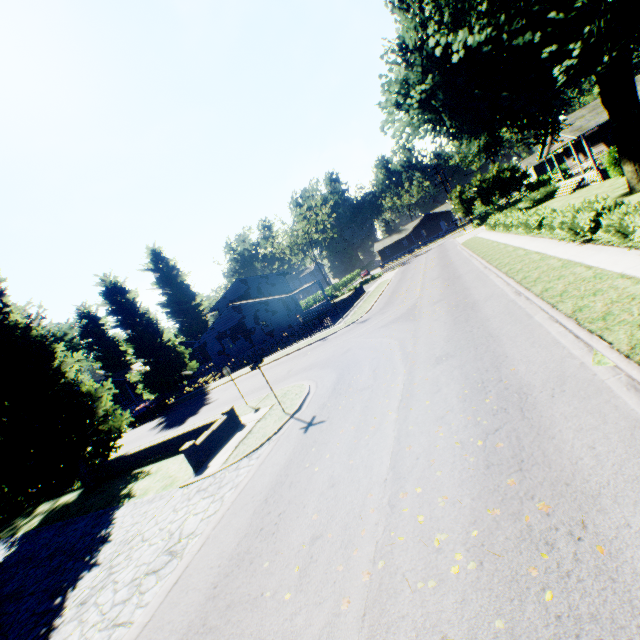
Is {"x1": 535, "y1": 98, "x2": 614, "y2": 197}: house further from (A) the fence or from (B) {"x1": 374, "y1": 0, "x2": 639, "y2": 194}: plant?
(A) the fence

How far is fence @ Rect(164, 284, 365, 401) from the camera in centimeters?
2884cm

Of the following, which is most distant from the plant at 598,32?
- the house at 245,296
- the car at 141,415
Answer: the car at 141,415

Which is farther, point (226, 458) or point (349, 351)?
point (349, 351)

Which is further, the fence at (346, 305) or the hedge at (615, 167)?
the fence at (346, 305)

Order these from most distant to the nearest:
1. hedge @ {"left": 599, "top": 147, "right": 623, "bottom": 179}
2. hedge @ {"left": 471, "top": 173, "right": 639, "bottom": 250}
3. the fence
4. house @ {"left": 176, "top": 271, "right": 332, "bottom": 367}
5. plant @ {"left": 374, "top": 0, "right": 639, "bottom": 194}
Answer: house @ {"left": 176, "top": 271, "right": 332, "bottom": 367} < the fence < hedge @ {"left": 599, "top": 147, "right": 623, "bottom": 179} < plant @ {"left": 374, "top": 0, "right": 639, "bottom": 194} < hedge @ {"left": 471, "top": 173, "right": 639, "bottom": 250}

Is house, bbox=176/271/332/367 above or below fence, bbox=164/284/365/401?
above

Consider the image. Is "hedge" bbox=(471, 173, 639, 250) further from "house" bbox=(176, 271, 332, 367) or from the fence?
"house" bbox=(176, 271, 332, 367)
